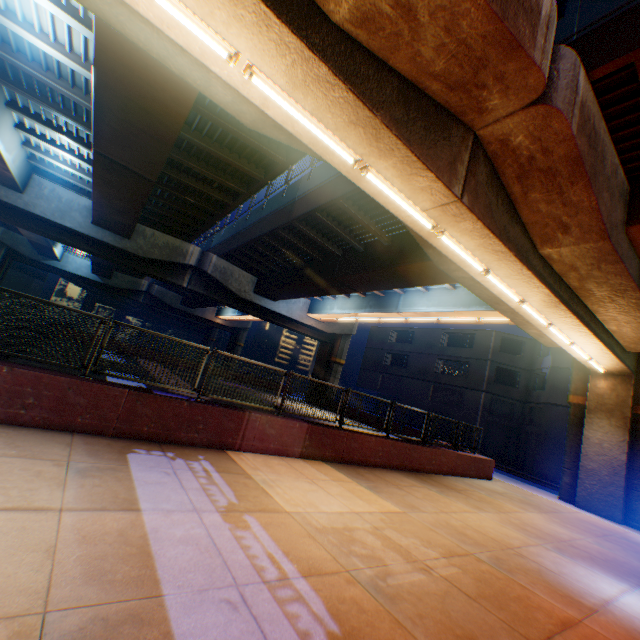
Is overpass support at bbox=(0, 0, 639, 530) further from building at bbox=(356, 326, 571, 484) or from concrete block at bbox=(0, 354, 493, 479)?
building at bbox=(356, 326, 571, 484)

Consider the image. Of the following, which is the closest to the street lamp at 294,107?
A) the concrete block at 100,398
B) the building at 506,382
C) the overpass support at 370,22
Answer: the overpass support at 370,22

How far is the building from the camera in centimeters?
2544cm

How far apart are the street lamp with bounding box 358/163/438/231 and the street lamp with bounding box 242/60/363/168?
0.1 meters

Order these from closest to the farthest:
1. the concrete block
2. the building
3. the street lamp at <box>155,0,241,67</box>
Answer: the street lamp at <box>155,0,241,67</box>, the concrete block, the building

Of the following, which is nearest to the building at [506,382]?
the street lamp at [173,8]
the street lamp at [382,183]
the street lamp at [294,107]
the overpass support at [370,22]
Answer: the overpass support at [370,22]

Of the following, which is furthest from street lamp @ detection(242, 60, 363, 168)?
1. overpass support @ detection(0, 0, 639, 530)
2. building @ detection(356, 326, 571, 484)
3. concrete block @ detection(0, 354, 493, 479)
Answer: building @ detection(356, 326, 571, 484)

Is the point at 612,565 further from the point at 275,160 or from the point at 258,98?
the point at 275,160
